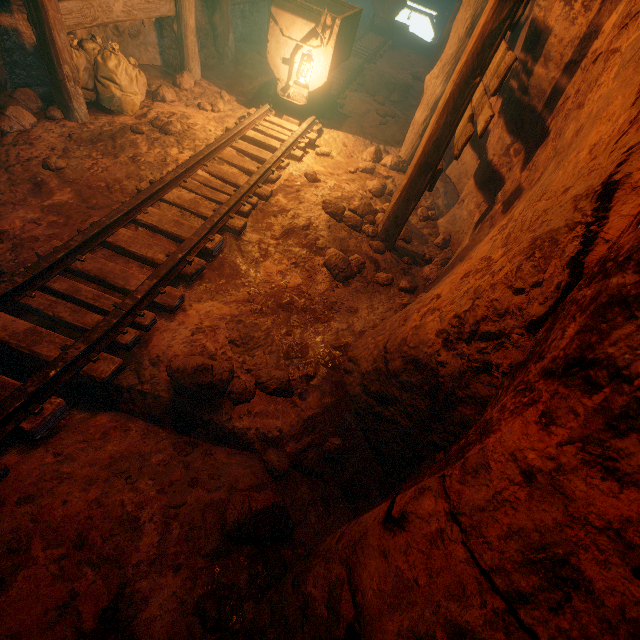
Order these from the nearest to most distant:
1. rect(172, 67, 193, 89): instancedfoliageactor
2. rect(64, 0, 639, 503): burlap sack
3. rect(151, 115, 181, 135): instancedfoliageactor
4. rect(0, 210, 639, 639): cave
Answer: rect(0, 210, 639, 639): cave
rect(64, 0, 639, 503): burlap sack
rect(151, 115, 181, 135): instancedfoliageactor
rect(172, 67, 193, 89): instancedfoliageactor

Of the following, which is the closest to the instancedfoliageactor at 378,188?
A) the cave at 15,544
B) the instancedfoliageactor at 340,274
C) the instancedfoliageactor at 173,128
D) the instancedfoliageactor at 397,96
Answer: the instancedfoliageactor at 340,274

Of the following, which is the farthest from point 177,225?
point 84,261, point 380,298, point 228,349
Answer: point 380,298

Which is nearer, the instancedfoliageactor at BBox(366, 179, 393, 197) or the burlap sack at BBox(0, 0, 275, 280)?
the burlap sack at BBox(0, 0, 275, 280)

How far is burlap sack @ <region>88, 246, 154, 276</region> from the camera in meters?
2.8

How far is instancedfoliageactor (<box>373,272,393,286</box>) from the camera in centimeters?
348cm

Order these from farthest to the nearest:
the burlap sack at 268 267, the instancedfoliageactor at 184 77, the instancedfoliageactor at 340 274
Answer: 1. the instancedfoliageactor at 184 77
2. the instancedfoliageactor at 340 274
3. the burlap sack at 268 267

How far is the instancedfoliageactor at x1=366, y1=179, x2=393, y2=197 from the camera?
4.7 meters
